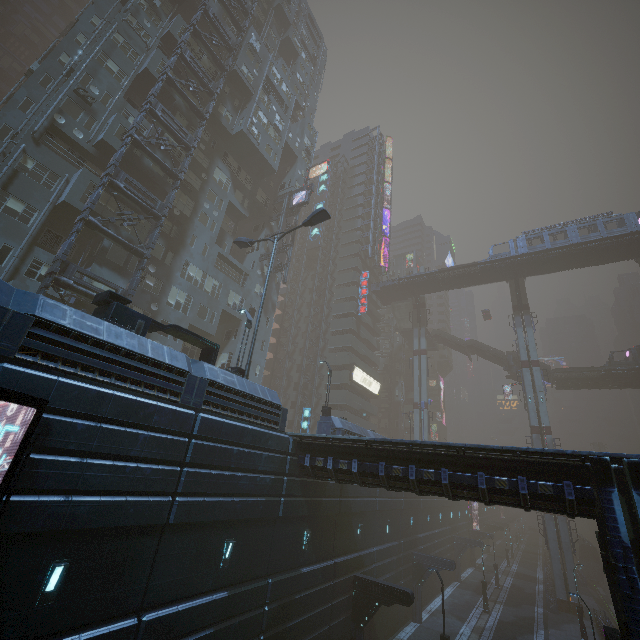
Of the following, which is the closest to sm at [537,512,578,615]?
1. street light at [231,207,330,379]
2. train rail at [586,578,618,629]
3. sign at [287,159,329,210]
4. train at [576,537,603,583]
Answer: train rail at [586,578,618,629]

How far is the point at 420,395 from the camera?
51.9m

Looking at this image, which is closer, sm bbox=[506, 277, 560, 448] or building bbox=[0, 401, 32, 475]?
building bbox=[0, 401, 32, 475]

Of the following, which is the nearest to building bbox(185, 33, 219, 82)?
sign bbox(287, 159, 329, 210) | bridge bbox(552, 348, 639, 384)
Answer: bridge bbox(552, 348, 639, 384)

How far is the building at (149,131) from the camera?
25.69m

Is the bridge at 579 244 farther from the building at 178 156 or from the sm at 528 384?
the building at 178 156

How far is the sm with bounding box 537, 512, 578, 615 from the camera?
34.3m

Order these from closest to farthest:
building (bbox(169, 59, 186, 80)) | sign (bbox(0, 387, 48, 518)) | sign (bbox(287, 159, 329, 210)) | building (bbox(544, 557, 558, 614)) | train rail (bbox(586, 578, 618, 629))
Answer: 1. sign (bbox(0, 387, 48, 518))
2. building (bbox(169, 59, 186, 80))
3. building (bbox(544, 557, 558, 614))
4. train rail (bbox(586, 578, 618, 629))
5. sign (bbox(287, 159, 329, 210))
